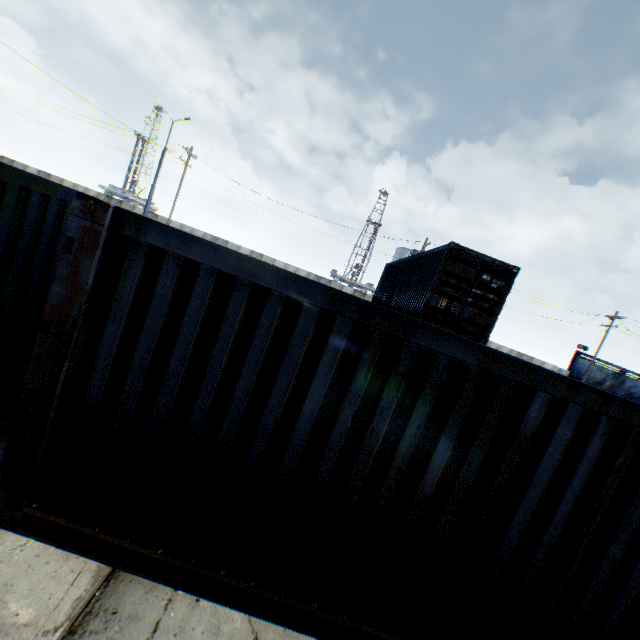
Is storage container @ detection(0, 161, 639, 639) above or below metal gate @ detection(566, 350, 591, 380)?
below

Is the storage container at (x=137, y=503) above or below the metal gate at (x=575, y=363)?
below

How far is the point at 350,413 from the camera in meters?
2.7 m

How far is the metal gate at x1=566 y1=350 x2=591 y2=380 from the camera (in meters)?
36.00

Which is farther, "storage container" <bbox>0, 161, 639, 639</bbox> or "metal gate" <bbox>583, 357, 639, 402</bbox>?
"metal gate" <bbox>583, 357, 639, 402</bbox>
